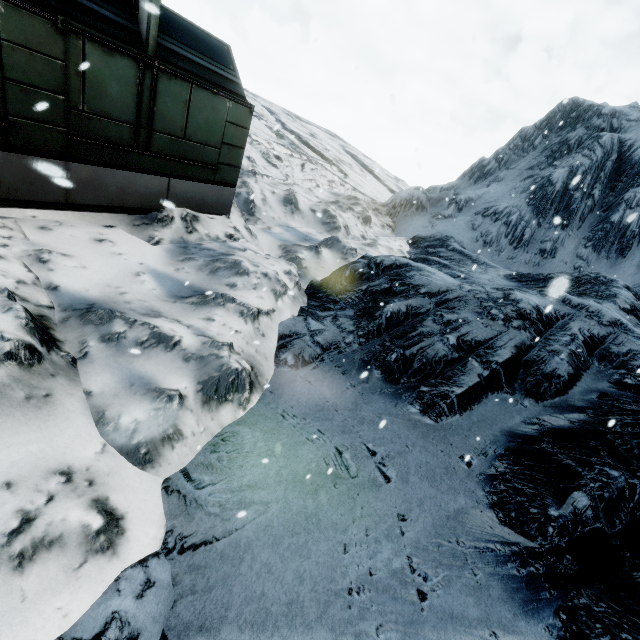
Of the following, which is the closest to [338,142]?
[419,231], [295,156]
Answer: [295,156]
